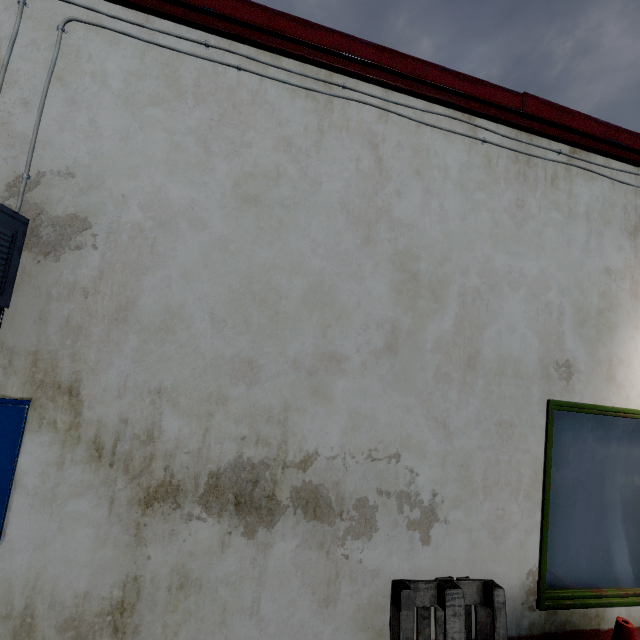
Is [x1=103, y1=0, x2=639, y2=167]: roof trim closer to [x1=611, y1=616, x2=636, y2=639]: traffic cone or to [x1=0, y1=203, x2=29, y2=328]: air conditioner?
[x1=0, y1=203, x2=29, y2=328]: air conditioner

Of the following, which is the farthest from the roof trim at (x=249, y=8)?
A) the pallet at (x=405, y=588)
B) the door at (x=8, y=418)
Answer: the pallet at (x=405, y=588)

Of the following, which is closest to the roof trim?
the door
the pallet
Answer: the door

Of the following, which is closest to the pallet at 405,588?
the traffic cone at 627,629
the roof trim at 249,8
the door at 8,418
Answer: the traffic cone at 627,629

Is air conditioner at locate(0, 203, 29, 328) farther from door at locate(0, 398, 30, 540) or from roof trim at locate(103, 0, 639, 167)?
roof trim at locate(103, 0, 639, 167)

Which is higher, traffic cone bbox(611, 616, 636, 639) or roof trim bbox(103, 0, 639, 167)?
roof trim bbox(103, 0, 639, 167)

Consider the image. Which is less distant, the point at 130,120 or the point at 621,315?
the point at 130,120

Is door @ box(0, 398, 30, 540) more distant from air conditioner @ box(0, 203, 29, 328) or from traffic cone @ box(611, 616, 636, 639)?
traffic cone @ box(611, 616, 636, 639)
